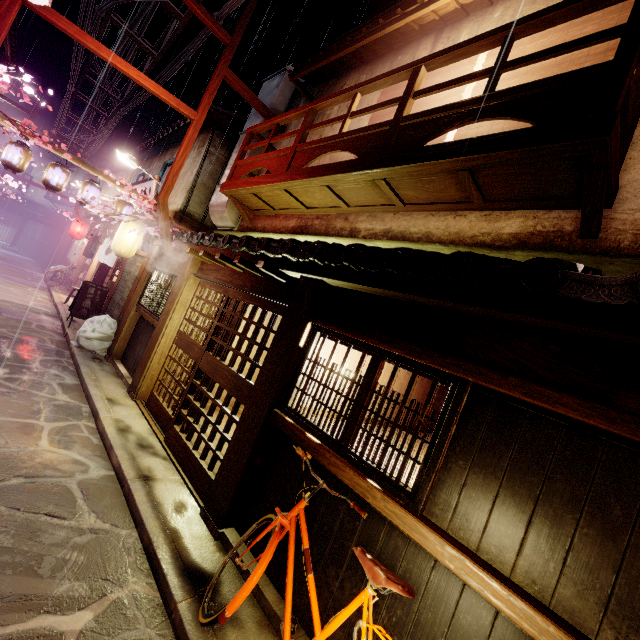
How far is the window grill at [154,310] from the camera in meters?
12.9

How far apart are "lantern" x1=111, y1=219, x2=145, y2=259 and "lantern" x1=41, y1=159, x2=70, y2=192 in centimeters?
295cm

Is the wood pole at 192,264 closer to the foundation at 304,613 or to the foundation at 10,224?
the foundation at 304,613

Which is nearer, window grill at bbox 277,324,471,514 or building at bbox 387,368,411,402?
window grill at bbox 277,324,471,514

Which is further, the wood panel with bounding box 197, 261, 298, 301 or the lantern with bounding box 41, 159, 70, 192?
the lantern with bounding box 41, 159, 70, 192

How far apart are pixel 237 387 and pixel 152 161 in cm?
2493

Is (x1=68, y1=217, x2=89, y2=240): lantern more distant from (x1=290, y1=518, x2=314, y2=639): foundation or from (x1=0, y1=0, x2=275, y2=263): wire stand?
(x1=290, y1=518, x2=314, y2=639): foundation

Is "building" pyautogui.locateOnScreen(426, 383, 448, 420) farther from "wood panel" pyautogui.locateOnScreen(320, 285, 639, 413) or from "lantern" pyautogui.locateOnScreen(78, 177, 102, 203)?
"lantern" pyautogui.locateOnScreen(78, 177, 102, 203)
